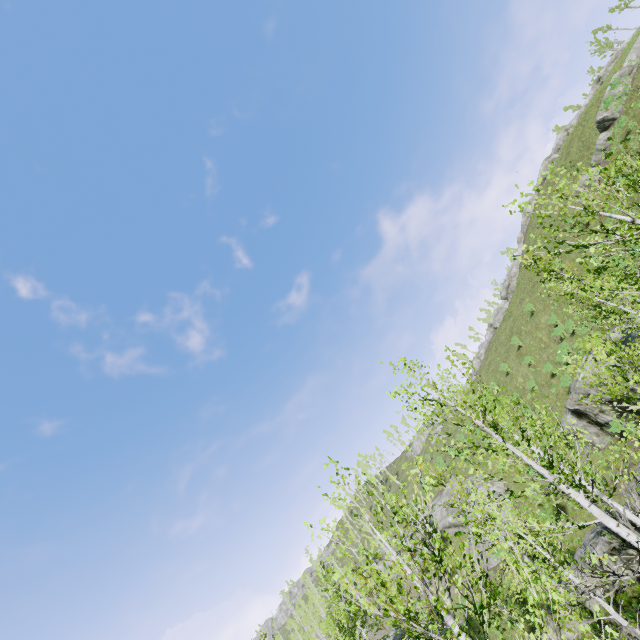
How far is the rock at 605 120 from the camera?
32.16m

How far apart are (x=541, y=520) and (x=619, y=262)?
26.24m

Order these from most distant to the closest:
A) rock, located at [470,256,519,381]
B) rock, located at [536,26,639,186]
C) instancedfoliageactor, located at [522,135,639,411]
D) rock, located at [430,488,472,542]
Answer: rock, located at [470,256,519,381], rock, located at [536,26,639,186], rock, located at [430,488,472,542], instancedfoliageactor, located at [522,135,639,411]

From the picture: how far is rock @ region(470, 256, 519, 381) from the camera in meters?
55.0 m

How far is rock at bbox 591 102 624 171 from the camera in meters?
32.2

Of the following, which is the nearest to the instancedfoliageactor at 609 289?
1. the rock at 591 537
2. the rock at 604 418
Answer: the rock at 591 537

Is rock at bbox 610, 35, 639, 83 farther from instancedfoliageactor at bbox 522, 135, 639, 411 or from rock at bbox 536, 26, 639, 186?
instancedfoliageactor at bbox 522, 135, 639, 411

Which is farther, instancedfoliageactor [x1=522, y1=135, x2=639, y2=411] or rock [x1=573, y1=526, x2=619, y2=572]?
rock [x1=573, y1=526, x2=619, y2=572]
